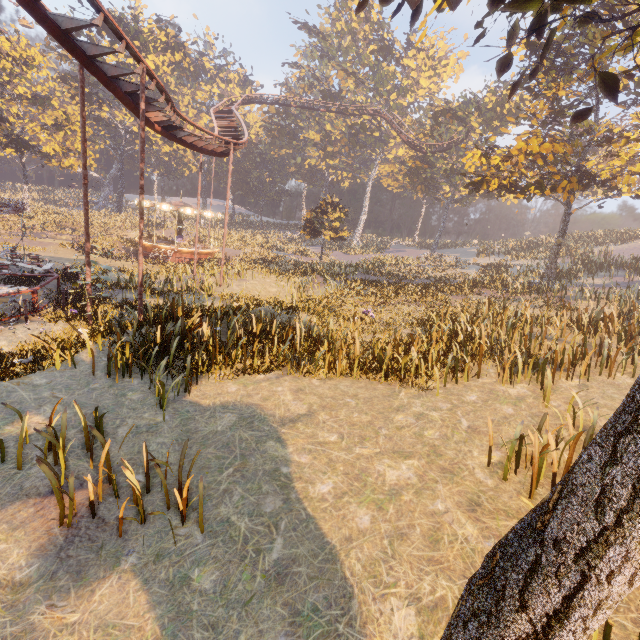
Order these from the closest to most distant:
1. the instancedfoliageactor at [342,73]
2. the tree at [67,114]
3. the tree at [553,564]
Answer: the tree at [553,564]
the instancedfoliageactor at [342,73]
the tree at [67,114]

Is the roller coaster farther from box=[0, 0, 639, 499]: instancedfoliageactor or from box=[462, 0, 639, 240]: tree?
box=[0, 0, 639, 499]: instancedfoliageactor

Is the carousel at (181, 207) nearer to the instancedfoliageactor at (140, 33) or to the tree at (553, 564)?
the instancedfoliageactor at (140, 33)

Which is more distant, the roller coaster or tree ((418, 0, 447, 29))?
the roller coaster

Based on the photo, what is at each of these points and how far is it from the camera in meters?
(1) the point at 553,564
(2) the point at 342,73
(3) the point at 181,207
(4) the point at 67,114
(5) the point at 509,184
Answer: (1) tree, 2.4 m
(2) instancedfoliageactor, 52.0 m
(3) carousel, 29.0 m
(4) tree, 35.6 m
(5) tree, 19.3 m
